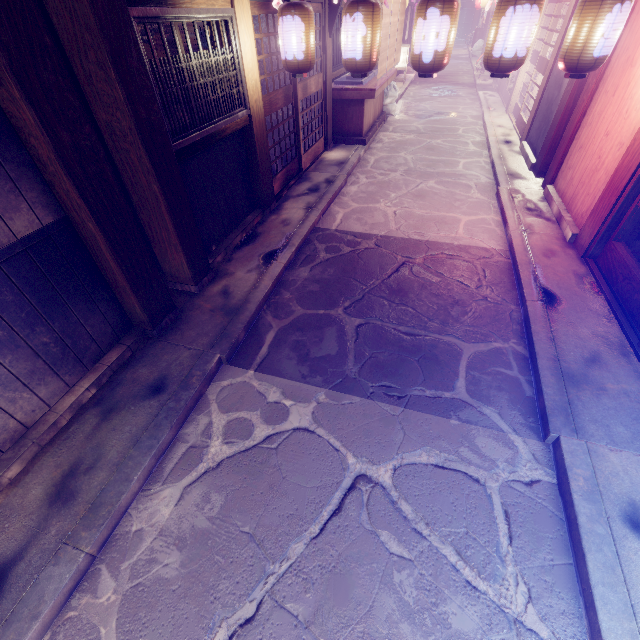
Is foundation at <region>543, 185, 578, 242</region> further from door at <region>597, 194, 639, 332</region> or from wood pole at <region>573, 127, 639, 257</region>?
door at <region>597, 194, 639, 332</region>

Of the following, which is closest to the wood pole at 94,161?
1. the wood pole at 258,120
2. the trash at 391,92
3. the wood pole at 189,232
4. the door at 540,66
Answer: the wood pole at 189,232

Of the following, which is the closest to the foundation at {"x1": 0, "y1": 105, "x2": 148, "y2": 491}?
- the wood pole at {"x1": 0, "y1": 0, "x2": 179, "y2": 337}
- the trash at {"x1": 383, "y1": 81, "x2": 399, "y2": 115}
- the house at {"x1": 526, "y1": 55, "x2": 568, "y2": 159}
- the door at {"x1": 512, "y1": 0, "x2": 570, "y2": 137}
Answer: the wood pole at {"x1": 0, "y1": 0, "x2": 179, "y2": 337}

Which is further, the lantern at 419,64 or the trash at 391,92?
the trash at 391,92

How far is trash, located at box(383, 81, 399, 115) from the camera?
19.4 meters

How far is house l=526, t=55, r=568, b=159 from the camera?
11.7 meters

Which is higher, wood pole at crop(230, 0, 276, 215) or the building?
wood pole at crop(230, 0, 276, 215)

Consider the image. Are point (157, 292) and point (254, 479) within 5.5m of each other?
yes
